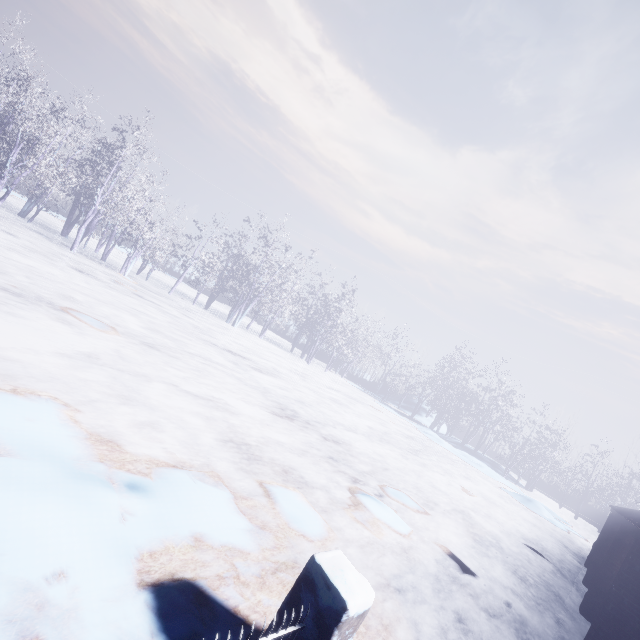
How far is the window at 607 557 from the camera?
6.95m

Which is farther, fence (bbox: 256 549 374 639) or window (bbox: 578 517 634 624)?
window (bbox: 578 517 634 624)

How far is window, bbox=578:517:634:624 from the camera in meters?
6.9

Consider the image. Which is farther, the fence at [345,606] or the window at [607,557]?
the window at [607,557]

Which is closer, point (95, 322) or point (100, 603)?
point (100, 603)
